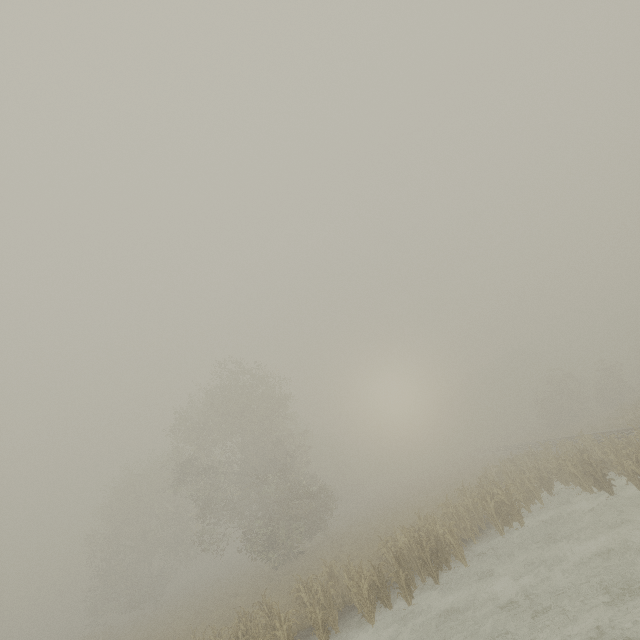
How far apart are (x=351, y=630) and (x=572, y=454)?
18.1 meters
